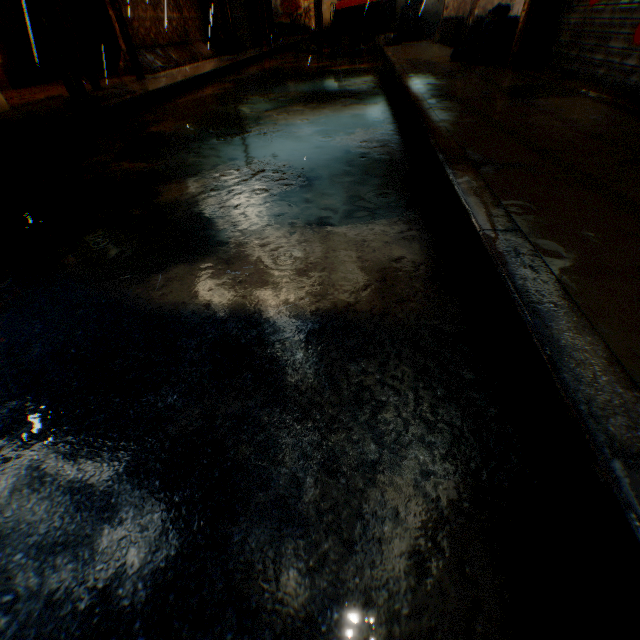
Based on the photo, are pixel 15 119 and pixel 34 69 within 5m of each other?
no

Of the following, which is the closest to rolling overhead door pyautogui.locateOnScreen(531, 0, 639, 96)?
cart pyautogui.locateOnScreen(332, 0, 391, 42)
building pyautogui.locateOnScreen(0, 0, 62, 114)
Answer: building pyautogui.locateOnScreen(0, 0, 62, 114)

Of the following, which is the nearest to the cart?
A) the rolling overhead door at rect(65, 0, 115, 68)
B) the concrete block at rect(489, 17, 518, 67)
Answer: the rolling overhead door at rect(65, 0, 115, 68)

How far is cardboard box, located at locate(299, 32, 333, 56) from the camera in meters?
13.2

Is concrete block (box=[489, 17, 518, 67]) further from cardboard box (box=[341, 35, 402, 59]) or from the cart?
the cart

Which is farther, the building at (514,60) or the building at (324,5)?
the building at (324,5)

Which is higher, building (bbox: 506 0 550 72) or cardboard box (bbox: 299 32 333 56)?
building (bbox: 506 0 550 72)

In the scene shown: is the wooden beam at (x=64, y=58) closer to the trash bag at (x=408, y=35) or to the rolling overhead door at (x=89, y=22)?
the rolling overhead door at (x=89, y=22)
